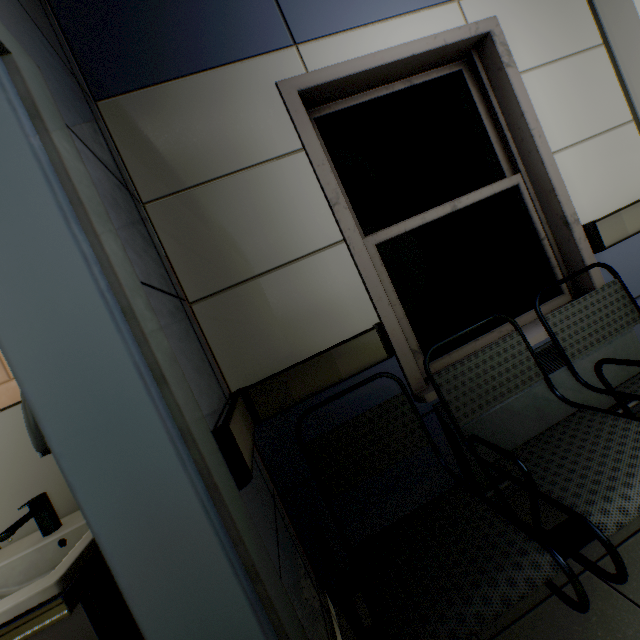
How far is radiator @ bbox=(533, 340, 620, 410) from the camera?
1.7m

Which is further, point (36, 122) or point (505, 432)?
point (505, 432)

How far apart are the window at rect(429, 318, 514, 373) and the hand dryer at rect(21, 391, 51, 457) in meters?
1.3

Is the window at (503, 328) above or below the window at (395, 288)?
below

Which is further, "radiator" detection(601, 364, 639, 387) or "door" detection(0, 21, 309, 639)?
"radiator" detection(601, 364, 639, 387)

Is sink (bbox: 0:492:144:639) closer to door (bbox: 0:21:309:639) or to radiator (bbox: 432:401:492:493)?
door (bbox: 0:21:309:639)

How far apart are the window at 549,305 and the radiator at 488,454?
0.2m

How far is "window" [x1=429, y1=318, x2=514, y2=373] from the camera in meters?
1.8
